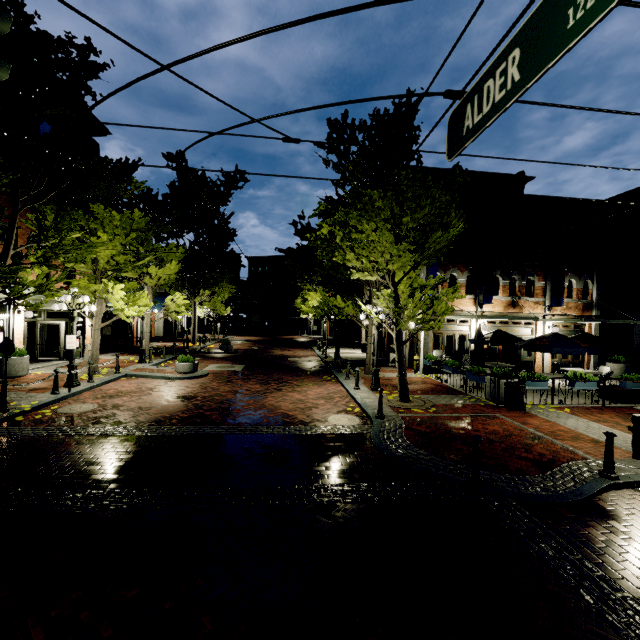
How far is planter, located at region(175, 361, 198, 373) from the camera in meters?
14.9 m

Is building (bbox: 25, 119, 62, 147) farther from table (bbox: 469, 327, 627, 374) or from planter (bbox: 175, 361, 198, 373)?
planter (bbox: 175, 361, 198, 373)

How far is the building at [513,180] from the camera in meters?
24.0

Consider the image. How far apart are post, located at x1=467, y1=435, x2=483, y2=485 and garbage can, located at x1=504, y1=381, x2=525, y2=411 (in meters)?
5.43

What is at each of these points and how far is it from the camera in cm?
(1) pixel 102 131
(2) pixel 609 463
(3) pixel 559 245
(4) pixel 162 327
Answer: (1) building, 1930
(2) post, 599
(3) banner, 1717
(4) building, 3275

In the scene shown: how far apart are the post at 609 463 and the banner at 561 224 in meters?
13.3 m

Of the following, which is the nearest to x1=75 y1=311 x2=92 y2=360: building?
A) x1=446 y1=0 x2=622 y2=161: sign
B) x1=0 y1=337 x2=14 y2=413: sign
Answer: x1=0 y1=337 x2=14 y2=413: sign

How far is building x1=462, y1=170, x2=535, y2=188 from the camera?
24.0 meters
